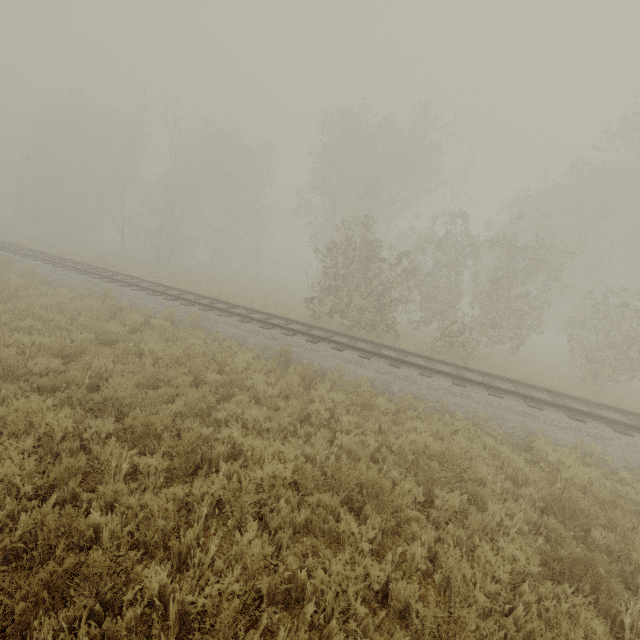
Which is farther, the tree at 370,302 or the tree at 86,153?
the tree at 86,153

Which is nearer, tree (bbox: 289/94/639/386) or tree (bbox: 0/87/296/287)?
tree (bbox: 289/94/639/386)

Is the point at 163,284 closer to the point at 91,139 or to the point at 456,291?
the point at 456,291
